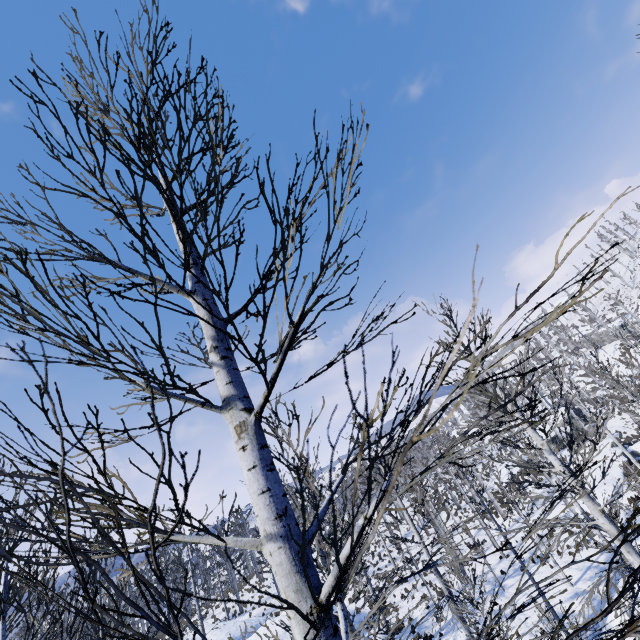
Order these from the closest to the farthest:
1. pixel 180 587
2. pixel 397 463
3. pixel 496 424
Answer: pixel 180 587 → pixel 496 424 → pixel 397 463

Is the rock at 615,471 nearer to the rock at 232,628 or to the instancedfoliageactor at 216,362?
the instancedfoliageactor at 216,362

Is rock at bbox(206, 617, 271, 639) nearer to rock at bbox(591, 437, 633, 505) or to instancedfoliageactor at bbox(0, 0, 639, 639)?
instancedfoliageactor at bbox(0, 0, 639, 639)

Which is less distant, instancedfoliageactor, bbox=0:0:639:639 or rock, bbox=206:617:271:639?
instancedfoliageactor, bbox=0:0:639:639

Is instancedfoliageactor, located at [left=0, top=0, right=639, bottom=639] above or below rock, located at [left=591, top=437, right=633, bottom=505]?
above
